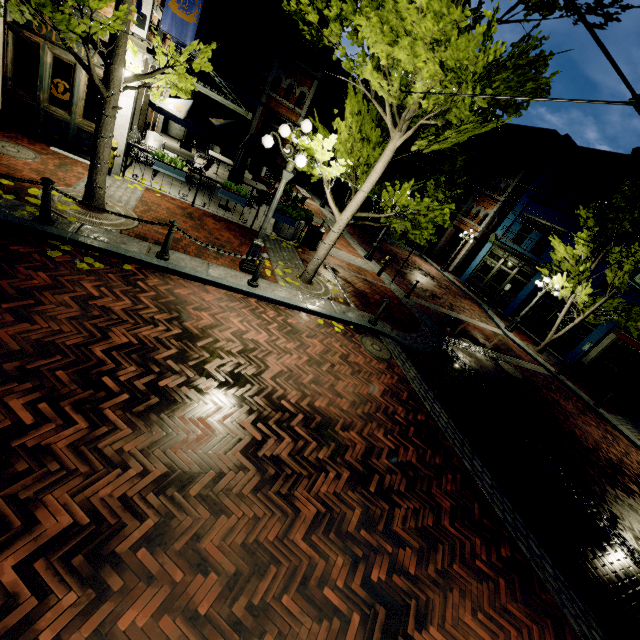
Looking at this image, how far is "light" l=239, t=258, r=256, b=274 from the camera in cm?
807

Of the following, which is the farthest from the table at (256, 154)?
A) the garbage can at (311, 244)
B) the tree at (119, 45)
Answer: the garbage can at (311, 244)

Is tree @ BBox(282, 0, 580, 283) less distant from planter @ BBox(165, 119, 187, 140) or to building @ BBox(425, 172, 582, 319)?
building @ BBox(425, 172, 582, 319)

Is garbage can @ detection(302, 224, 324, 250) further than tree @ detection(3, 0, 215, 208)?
Yes

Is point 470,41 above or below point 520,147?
below

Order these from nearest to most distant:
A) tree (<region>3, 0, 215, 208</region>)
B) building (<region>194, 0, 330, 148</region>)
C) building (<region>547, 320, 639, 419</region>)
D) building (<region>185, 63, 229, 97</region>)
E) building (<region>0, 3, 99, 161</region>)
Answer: tree (<region>3, 0, 215, 208</region>), building (<region>0, 3, 99, 161</region>), building (<region>547, 320, 639, 419</region>), building (<region>185, 63, 229, 97</region>), building (<region>194, 0, 330, 148</region>)

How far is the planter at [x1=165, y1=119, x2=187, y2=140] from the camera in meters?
17.4 m

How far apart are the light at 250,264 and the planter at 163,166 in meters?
3.6
